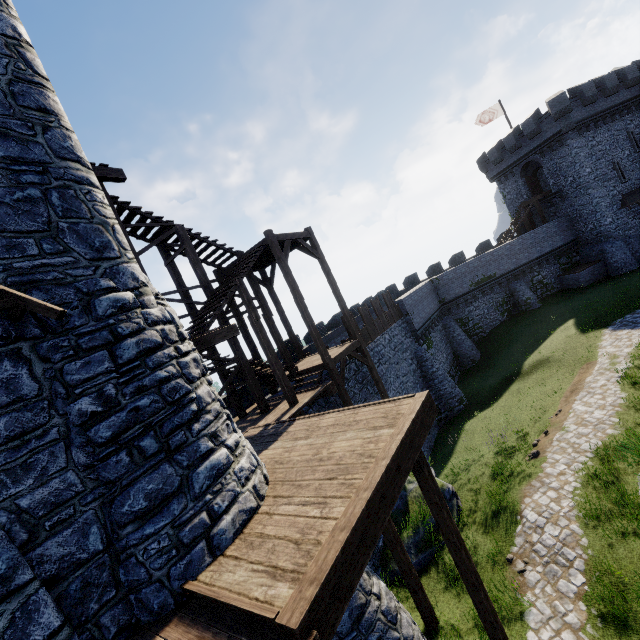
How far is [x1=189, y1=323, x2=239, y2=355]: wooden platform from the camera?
Answer: 8.1m

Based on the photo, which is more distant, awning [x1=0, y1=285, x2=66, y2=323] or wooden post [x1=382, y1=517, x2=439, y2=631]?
wooden post [x1=382, y1=517, x2=439, y2=631]

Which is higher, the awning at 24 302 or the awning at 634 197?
the awning at 24 302

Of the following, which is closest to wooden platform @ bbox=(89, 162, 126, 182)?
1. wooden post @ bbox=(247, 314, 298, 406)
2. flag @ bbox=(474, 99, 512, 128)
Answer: wooden post @ bbox=(247, 314, 298, 406)

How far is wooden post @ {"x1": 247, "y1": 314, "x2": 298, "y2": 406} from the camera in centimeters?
1167cm

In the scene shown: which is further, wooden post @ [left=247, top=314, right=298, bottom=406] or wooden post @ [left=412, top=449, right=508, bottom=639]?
wooden post @ [left=247, top=314, right=298, bottom=406]

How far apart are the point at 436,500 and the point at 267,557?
3.4 meters

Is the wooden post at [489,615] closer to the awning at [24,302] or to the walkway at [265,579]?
the walkway at [265,579]
